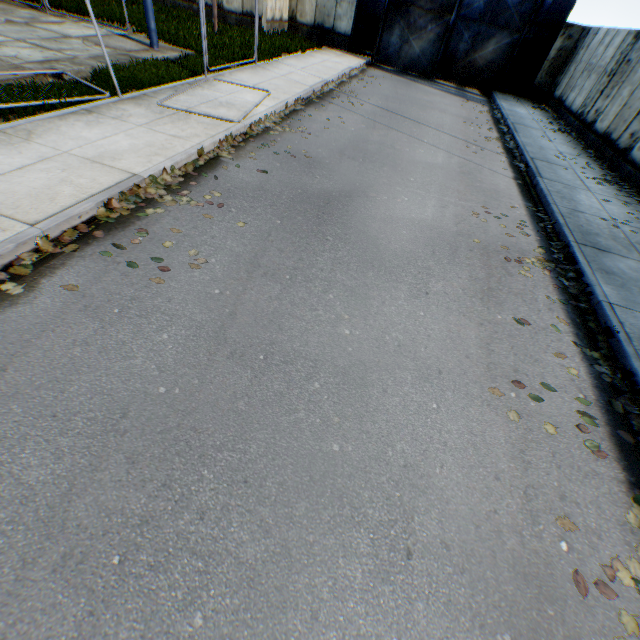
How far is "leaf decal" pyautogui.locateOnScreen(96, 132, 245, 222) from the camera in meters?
4.8 m

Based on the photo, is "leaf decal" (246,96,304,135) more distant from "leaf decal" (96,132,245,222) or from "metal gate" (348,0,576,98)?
"metal gate" (348,0,576,98)

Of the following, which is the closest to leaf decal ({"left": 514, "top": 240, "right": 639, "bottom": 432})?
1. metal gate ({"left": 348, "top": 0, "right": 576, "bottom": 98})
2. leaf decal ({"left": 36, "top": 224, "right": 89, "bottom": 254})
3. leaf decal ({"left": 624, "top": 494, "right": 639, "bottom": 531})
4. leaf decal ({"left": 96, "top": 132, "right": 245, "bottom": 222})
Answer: leaf decal ({"left": 624, "top": 494, "right": 639, "bottom": 531})

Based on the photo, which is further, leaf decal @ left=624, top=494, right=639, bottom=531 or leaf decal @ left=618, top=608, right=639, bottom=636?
leaf decal @ left=624, top=494, right=639, bottom=531

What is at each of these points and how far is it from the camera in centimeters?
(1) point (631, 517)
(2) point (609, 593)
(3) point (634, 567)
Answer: (1) leaf decal, 293cm
(2) leaf decal, 249cm
(3) leaf decal, 264cm

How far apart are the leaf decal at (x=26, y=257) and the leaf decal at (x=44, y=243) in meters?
0.1 m

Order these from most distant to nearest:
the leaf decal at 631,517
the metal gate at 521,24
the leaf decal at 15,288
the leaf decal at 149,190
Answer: the metal gate at 521,24 → the leaf decal at 149,190 → the leaf decal at 15,288 → the leaf decal at 631,517

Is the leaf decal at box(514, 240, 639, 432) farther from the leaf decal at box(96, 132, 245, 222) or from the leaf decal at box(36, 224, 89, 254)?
the leaf decal at box(36, 224, 89, 254)
